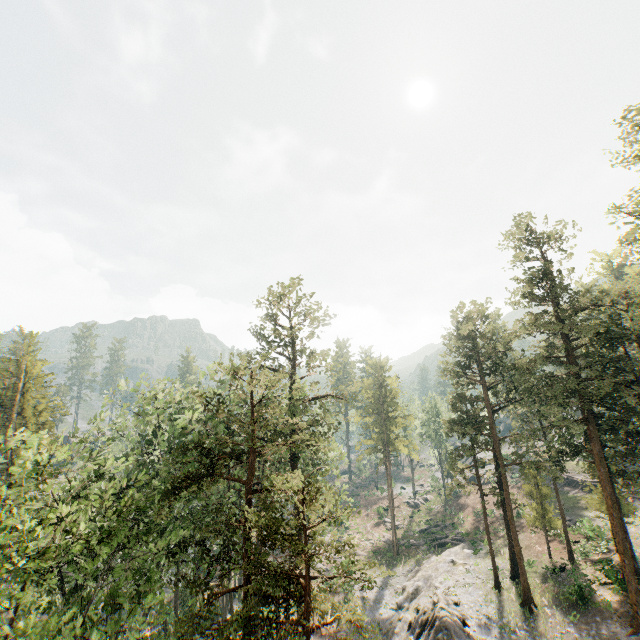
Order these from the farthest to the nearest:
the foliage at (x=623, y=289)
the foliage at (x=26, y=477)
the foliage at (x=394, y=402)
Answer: the foliage at (x=394, y=402), the foliage at (x=623, y=289), the foliage at (x=26, y=477)

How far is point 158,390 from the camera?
40.7 meters

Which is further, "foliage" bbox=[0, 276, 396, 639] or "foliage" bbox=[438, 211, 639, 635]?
"foliage" bbox=[438, 211, 639, 635]

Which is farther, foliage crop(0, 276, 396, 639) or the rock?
the rock

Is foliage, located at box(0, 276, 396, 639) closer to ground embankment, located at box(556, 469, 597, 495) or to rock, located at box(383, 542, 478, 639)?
rock, located at box(383, 542, 478, 639)

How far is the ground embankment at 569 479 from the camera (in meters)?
45.03

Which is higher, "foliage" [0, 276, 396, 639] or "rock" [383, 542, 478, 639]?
"foliage" [0, 276, 396, 639]
